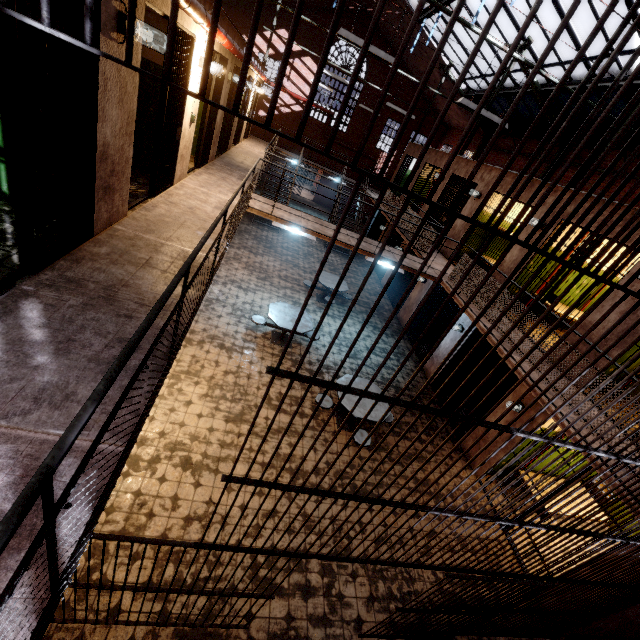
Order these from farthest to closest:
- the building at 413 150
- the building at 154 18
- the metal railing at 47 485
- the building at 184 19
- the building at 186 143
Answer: the building at 413 150 → the building at 186 143 → the building at 184 19 → the building at 154 18 → the metal railing at 47 485

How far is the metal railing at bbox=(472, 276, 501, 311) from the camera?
6.7m

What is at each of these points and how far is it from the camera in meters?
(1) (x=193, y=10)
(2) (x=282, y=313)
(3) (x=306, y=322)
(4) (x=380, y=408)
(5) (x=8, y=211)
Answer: (1) pipe, 3.9 m
(2) table, 8.3 m
(3) table, 8.4 m
(4) table, 6.7 m
(5) building, 3.5 m

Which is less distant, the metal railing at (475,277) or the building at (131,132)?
A: the building at (131,132)

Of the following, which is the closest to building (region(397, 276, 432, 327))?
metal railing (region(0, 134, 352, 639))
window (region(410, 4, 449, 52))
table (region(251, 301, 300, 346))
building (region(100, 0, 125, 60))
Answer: metal railing (region(0, 134, 352, 639))

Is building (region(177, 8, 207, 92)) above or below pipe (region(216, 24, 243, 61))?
below

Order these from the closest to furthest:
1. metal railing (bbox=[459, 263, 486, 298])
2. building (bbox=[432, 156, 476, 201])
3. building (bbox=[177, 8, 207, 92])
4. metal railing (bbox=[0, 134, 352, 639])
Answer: metal railing (bbox=[0, 134, 352, 639]) < building (bbox=[177, 8, 207, 92]) < metal railing (bbox=[459, 263, 486, 298]) < building (bbox=[432, 156, 476, 201])

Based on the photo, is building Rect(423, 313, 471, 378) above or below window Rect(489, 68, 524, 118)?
below
